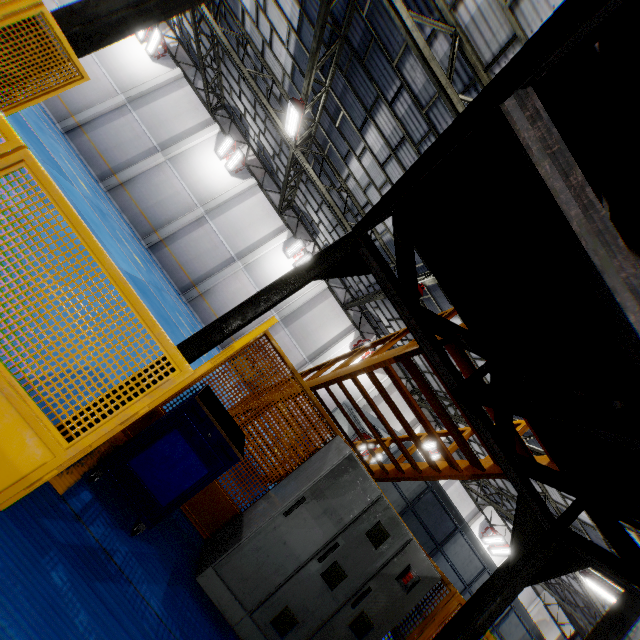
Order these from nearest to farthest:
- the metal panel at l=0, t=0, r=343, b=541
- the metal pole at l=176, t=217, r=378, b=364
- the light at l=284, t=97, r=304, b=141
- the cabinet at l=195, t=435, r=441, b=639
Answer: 1. the metal panel at l=0, t=0, r=343, b=541
2. the metal pole at l=176, t=217, r=378, b=364
3. the cabinet at l=195, t=435, r=441, b=639
4. the light at l=284, t=97, r=304, b=141

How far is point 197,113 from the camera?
20.3m

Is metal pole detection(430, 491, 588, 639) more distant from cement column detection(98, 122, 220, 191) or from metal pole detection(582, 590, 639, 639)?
cement column detection(98, 122, 220, 191)

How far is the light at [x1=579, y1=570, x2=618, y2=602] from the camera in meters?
13.1

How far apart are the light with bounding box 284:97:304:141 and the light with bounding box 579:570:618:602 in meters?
22.2

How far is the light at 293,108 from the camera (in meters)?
10.95

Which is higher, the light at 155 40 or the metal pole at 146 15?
the light at 155 40

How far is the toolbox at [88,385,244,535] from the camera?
3.1m
